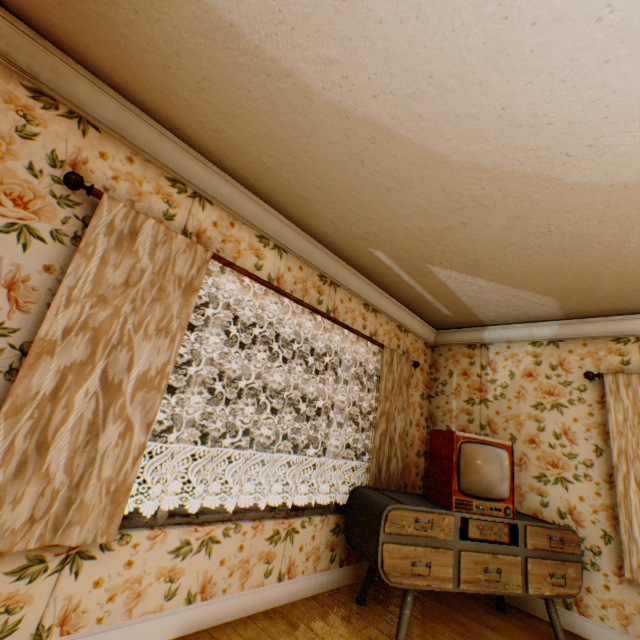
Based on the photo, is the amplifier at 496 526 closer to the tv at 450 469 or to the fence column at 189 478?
the tv at 450 469

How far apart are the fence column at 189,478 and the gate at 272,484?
4.37m

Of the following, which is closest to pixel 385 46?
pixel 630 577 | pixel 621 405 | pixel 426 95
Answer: pixel 426 95

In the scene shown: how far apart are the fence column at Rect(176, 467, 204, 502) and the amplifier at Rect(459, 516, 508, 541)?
16.20m

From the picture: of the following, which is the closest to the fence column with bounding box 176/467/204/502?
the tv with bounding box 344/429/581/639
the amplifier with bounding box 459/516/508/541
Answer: the tv with bounding box 344/429/581/639

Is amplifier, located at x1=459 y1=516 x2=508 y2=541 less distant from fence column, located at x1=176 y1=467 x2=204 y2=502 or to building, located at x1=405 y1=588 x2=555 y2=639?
building, located at x1=405 y1=588 x2=555 y2=639

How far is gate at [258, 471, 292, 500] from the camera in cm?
1906

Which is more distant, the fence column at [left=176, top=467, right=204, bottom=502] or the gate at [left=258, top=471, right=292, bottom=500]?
the gate at [left=258, top=471, right=292, bottom=500]
